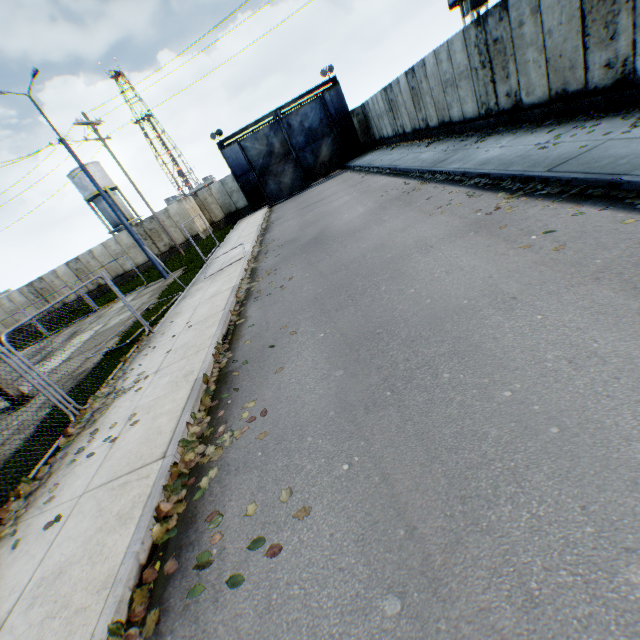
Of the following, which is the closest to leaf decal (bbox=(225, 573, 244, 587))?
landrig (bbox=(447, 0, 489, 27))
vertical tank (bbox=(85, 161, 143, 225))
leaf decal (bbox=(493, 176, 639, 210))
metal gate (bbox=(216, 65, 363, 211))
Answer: leaf decal (bbox=(493, 176, 639, 210))

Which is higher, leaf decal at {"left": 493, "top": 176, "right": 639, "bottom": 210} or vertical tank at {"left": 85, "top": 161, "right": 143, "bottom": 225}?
vertical tank at {"left": 85, "top": 161, "right": 143, "bottom": 225}

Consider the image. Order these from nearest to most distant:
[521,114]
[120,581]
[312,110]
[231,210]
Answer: [120,581], [521,114], [312,110], [231,210]

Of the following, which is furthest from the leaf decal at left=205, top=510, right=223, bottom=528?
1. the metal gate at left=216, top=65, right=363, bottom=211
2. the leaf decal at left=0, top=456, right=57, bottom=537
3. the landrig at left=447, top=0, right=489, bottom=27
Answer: the metal gate at left=216, top=65, right=363, bottom=211

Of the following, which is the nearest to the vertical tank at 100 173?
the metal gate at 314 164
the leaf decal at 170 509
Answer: the metal gate at 314 164

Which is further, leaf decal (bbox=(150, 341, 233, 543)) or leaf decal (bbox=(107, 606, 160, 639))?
leaf decal (bbox=(150, 341, 233, 543))

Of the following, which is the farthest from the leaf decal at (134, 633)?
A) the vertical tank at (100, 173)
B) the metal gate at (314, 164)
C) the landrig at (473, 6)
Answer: the vertical tank at (100, 173)

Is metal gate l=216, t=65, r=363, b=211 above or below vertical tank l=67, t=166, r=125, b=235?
below
